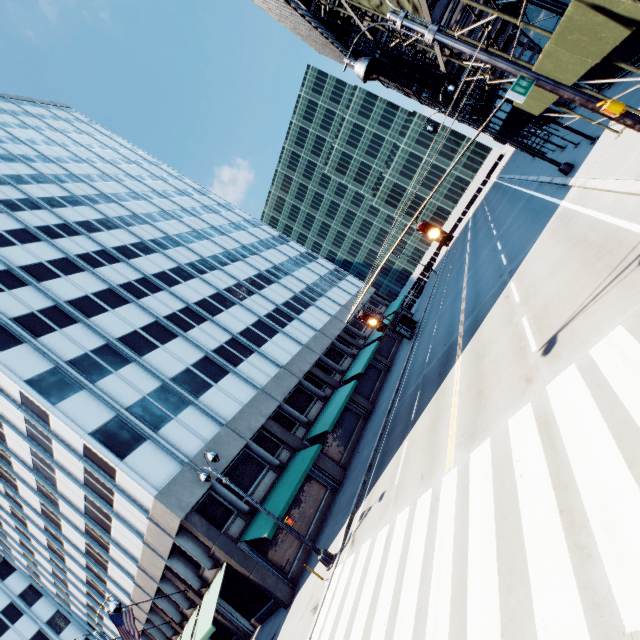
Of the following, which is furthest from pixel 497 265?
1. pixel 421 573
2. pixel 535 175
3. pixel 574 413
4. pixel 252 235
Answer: pixel 252 235

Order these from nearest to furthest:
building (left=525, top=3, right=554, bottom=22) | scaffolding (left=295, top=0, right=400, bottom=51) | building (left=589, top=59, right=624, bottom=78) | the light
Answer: scaffolding (left=295, top=0, right=400, bottom=51)
the light
building (left=525, top=3, right=554, bottom=22)
building (left=589, top=59, right=624, bottom=78)

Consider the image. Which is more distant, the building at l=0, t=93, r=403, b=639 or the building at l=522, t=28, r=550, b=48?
the building at l=0, t=93, r=403, b=639

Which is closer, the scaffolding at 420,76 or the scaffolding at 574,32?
the scaffolding at 574,32

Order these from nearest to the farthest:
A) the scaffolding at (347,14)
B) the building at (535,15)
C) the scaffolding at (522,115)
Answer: the scaffolding at (347,14) → the scaffolding at (522,115) → the building at (535,15)

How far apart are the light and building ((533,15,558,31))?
25.3m

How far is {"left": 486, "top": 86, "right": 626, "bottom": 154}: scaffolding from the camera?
12.0m
